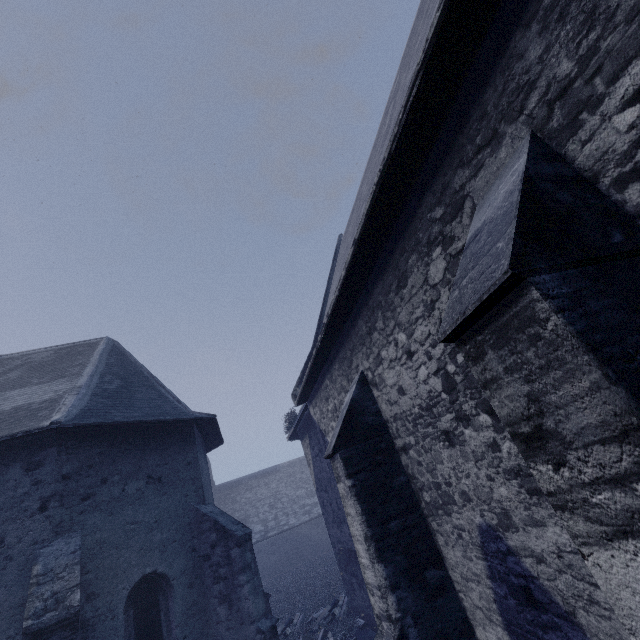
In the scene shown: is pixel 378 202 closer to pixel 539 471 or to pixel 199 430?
pixel 539 471
